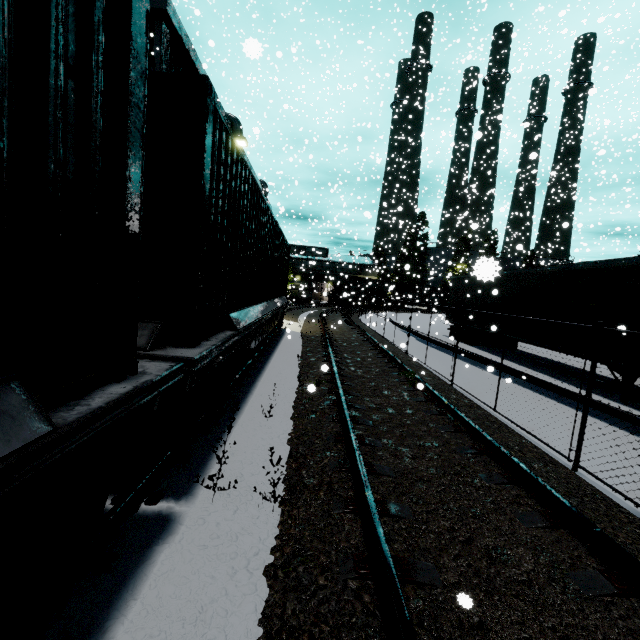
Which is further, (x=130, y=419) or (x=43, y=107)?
(x=130, y=419)

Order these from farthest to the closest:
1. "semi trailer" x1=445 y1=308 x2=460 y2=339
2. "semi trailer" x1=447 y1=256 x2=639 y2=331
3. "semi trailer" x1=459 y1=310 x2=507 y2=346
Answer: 1. "semi trailer" x1=445 y1=308 x2=460 y2=339
2. "semi trailer" x1=459 y1=310 x2=507 y2=346
3. "semi trailer" x1=447 y1=256 x2=639 y2=331

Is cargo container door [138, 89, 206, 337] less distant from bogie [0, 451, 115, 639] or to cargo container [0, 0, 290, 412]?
cargo container [0, 0, 290, 412]

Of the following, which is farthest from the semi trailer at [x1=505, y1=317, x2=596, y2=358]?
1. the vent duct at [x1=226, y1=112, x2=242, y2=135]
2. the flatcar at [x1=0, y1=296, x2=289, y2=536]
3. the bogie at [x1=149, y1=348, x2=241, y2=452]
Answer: the bogie at [x1=149, y1=348, x2=241, y2=452]

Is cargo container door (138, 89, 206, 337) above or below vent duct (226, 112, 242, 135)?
below

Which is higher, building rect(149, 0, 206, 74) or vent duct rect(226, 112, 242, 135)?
vent duct rect(226, 112, 242, 135)

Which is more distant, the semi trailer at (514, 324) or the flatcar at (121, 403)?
the semi trailer at (514, 324)

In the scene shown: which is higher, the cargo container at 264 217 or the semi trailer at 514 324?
the cargo container at 264 217
